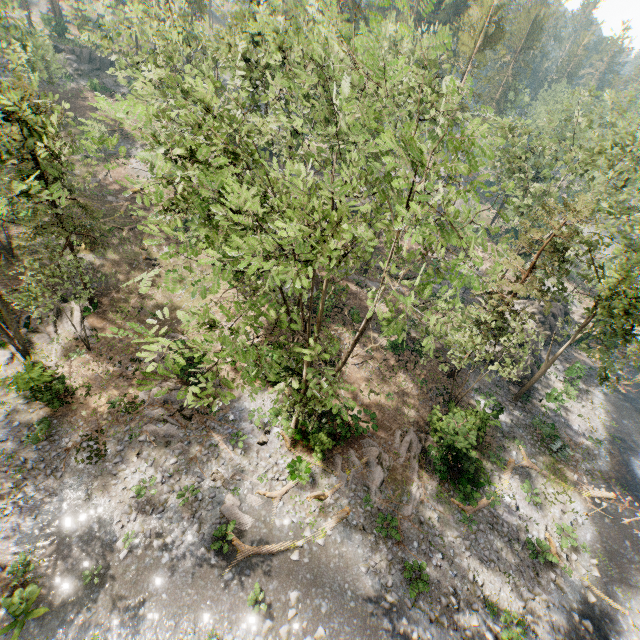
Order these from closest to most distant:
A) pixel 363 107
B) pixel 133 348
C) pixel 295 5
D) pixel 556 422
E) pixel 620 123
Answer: pixel 363 107 < pixel 133 348 < pixel 556 422 < pixel 620 123 < pixel 295 5

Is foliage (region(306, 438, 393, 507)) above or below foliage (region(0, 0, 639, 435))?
below

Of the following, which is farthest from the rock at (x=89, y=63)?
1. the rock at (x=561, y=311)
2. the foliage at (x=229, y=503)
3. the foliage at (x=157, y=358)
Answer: the foliage at (x=229, y=503)

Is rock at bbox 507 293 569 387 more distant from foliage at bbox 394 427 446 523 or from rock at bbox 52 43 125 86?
rock at bbox 52 43 125 86

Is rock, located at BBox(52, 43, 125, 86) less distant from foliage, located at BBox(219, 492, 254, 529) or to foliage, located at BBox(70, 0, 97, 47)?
foliage, located at BBox(70, 0, 97, 47)

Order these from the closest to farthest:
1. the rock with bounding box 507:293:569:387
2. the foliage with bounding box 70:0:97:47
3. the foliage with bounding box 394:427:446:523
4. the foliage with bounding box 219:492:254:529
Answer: the foliage with bounding box 219:492:254:529 < the foliage with bounding box 394:427:446:523 < the foliage with bounding box 70:0:97:47 < the rock with bounding box 507:293:569:387

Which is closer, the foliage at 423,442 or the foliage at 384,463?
the foliage at 384,463
